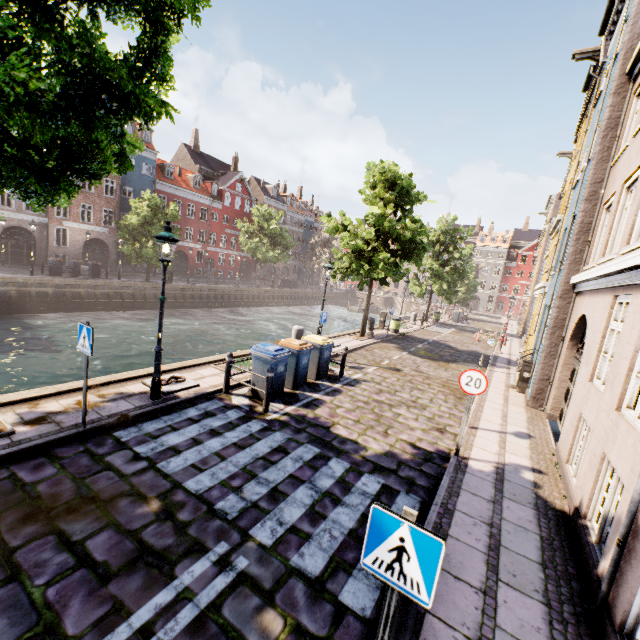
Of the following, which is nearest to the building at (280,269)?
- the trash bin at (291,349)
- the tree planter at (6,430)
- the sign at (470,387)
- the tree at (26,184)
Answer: the tree at (26,184)

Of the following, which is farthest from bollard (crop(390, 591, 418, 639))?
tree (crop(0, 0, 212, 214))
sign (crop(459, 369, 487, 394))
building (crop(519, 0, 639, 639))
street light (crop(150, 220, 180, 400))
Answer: building (crop(519, 0, 639, 639))

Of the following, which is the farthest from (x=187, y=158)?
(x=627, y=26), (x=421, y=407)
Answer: (x=421, y=407)

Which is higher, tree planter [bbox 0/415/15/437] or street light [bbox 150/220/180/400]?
street light [bbox 150/220/180/400]

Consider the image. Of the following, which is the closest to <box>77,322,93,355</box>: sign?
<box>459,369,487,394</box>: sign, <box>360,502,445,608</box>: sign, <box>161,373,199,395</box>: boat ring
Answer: <box>161,373,199,395</box>: boat ring

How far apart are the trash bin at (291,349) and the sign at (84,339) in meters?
4.8 m

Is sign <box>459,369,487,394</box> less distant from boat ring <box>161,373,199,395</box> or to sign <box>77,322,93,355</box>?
boat ring <box>161,373,199,395</box>

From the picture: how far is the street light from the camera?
6.7 meters
